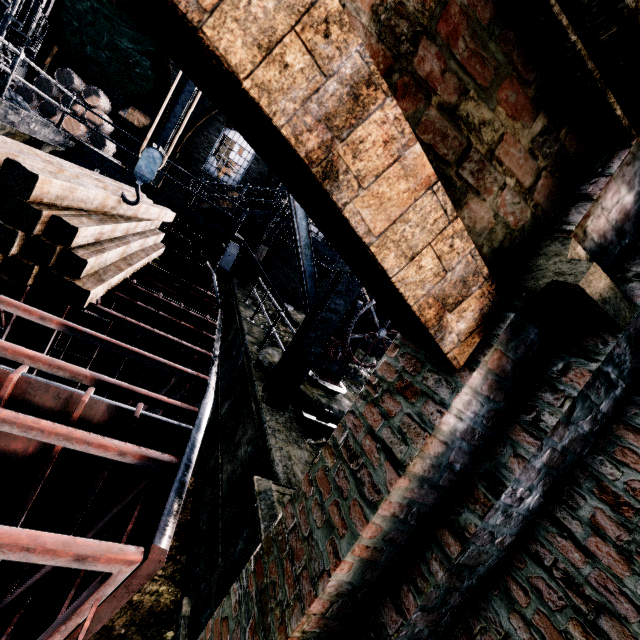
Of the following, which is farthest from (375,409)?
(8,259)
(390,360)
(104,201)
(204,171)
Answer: (204,171)

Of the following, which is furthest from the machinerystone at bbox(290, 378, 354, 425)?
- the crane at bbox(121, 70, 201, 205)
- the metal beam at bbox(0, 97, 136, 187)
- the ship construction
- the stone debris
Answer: the metal beam at bbox(0, 97, 136, 187)

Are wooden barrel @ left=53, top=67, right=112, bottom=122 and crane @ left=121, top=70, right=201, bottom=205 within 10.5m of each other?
no

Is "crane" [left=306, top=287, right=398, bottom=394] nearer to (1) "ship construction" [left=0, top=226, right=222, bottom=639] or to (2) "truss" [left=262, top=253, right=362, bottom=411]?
(2) "truss" [left=262, top=253, right=362, bottom=411]

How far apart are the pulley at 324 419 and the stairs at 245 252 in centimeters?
820cm

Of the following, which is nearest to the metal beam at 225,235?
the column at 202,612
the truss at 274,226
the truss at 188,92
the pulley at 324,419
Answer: the truss at 188,92

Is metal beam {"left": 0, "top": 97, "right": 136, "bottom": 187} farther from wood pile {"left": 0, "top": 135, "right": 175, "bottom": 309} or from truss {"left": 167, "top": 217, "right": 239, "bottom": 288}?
wood pile {"left": 0, "top": 135, "right": 175, "bottom": 309}

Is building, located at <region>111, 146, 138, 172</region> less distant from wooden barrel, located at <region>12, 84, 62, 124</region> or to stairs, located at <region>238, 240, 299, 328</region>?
wooden barrel, located at <region>12, 84, 62, 124</region>
